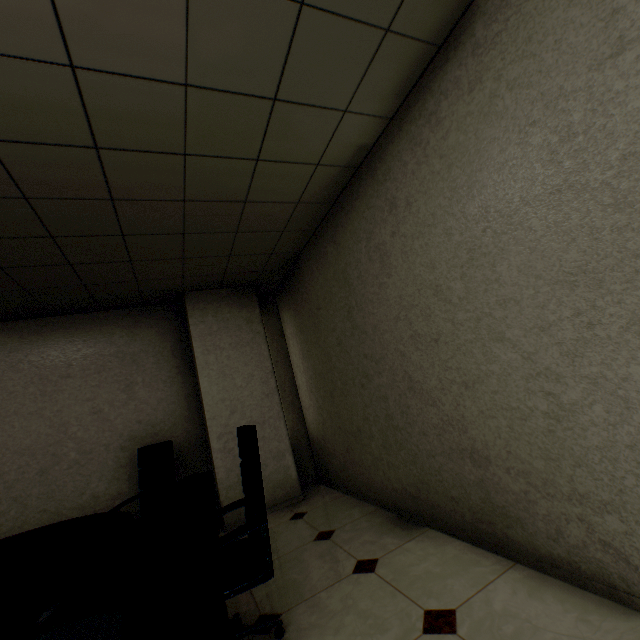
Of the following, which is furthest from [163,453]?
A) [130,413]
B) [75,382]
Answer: [75,382]
